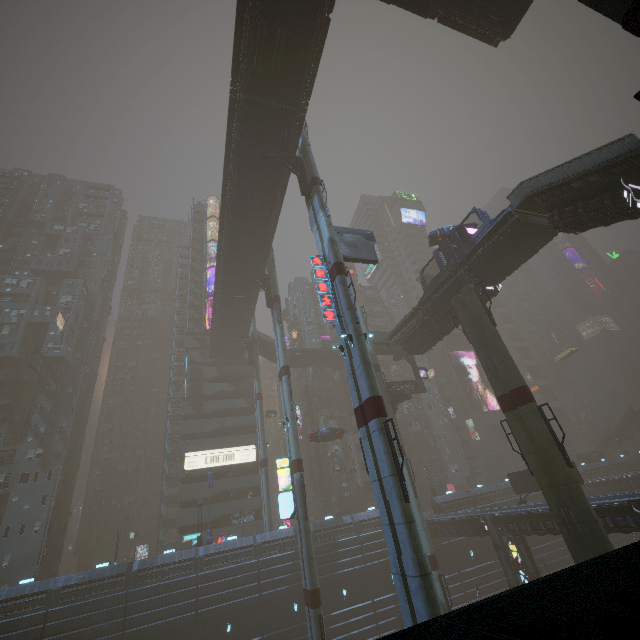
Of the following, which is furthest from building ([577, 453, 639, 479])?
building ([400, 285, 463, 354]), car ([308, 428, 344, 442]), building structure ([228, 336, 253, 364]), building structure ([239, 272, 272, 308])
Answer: building structure ([239, 272, 272, 308])

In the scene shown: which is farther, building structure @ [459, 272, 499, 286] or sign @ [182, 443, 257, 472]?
sign @ [182, 443, 257, 472]

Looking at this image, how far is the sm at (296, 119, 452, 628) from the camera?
12.68m

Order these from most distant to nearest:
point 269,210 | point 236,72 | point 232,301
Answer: point 232,301, point 269,210, point 236,72

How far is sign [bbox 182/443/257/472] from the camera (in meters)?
46.32

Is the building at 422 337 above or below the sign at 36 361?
below

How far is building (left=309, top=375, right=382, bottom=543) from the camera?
38.5 meters

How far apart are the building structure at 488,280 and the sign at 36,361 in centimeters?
5533cm
